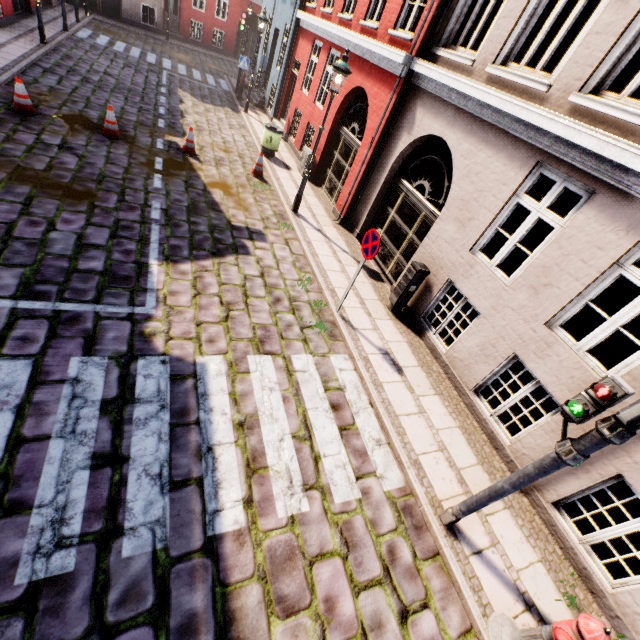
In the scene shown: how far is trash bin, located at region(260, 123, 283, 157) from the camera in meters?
11.8

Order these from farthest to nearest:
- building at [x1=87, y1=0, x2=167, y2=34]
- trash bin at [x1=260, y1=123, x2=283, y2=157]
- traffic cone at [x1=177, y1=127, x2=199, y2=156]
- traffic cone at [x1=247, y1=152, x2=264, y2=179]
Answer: building at [x1=87, y1=0, x2=167, y2=34] < trash bin at [x1=260, y1=123, x2=283, y2=157] < traffic cone at [x1=247, y1=152, x2=264, y2=179] < traffic cone at [x1=177, y1=127, x2=199, y2=156]

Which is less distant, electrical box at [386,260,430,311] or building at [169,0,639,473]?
building at [169,0,639,473]

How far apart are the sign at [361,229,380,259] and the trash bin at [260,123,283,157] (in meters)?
8.32

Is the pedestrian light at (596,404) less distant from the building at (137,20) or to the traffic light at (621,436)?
the traffic light at (621,436)

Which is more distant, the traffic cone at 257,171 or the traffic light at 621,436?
the traffic cone at 257,171

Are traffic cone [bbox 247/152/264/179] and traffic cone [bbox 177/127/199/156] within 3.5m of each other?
yes

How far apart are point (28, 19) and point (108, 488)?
21.2m
